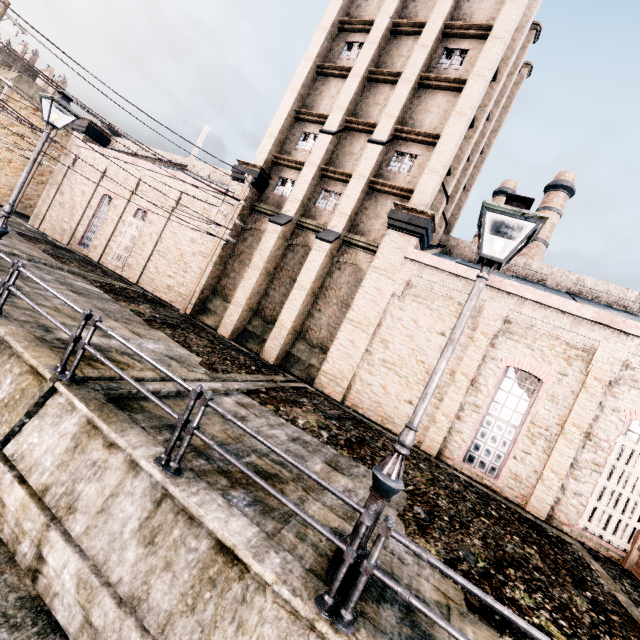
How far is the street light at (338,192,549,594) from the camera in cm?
421

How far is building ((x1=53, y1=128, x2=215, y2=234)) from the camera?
21.4m

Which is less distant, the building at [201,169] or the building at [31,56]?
the building at [201,169]

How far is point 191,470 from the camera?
5.25m

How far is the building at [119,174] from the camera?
21.4m

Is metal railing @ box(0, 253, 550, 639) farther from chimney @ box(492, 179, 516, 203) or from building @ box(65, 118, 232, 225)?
chimney @ box(492, 179, 516, 203)

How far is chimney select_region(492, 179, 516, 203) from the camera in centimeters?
3928cm

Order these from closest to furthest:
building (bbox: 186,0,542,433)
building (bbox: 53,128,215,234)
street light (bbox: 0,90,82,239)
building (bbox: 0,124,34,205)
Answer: street light (bbox: 0,90,82,239) < building (bbox: 186,0,542,433) < building (bbox: 53,128,215,234) < building (bbox: 0,124,34,205)
